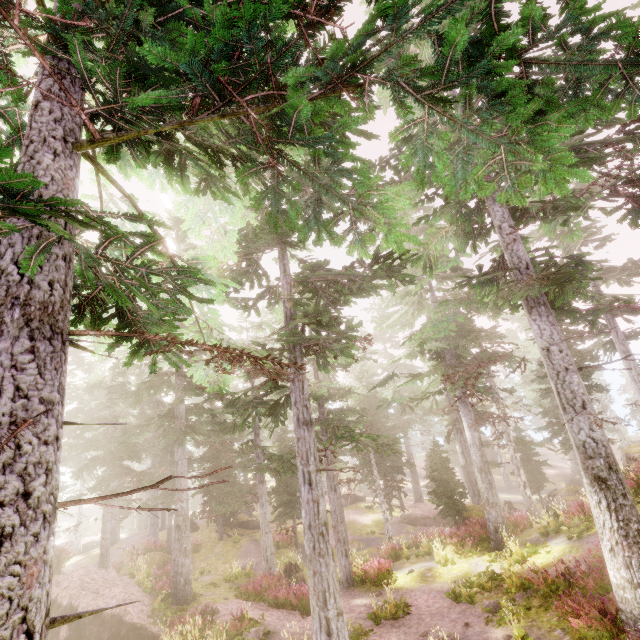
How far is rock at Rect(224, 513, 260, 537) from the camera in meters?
28.0 m

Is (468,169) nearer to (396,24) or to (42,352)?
(396,24)

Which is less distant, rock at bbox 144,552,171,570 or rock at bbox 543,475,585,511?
rock at bbox 144,552,171,570

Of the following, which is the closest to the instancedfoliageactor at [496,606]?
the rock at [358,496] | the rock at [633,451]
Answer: the rock at [633,451]

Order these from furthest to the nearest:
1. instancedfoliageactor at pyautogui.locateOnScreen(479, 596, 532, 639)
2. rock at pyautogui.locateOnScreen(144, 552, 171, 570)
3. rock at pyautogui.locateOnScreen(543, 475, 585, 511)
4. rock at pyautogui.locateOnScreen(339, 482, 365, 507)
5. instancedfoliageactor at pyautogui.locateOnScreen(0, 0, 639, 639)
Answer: rock at pyautogui.locateOnScreen(339, 482, 365, 507) → rock at pyautogui.locateOnScreen(543, 475, 585, 511) → rock at pyautogui.locateOnScreen(144, 552, 171, 570) → instancedfoliageactor at pyautogui.locateOnScreen(479, 596, 532, 639) → instancedfoliageactor at pyautogui.locateOnScreen(0, 0, 639, 639)

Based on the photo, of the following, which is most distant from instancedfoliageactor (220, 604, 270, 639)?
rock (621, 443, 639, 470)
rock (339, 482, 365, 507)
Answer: rock (339, 482, 365, 507)

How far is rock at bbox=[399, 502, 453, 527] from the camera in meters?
28.5 m

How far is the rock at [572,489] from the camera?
28.0m
